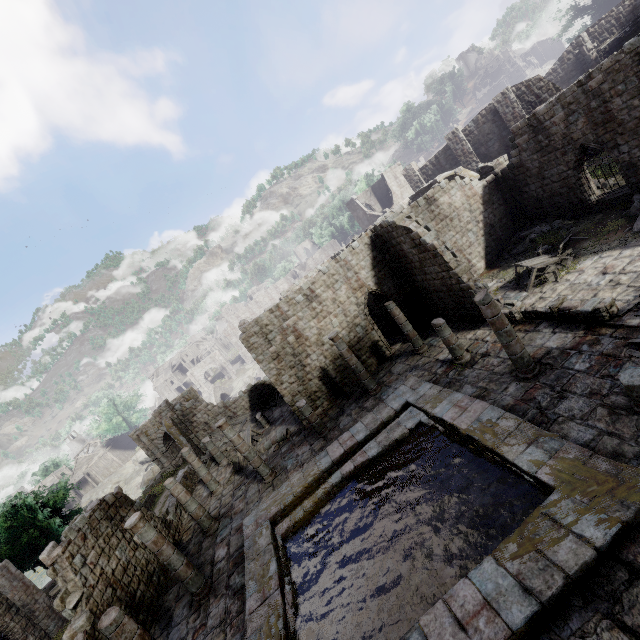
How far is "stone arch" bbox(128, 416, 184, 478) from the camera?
34.9m

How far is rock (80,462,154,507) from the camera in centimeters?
5634cm

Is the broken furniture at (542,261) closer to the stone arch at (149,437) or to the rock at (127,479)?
the stone arch at (149,437)

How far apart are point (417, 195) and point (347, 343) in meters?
17.6 m

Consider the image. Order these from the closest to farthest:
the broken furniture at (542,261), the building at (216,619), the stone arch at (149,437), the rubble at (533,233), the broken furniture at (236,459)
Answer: the building at (216,619)
the broken furniture at (542,261)
the rubble at (533,233)
the broken furniture at (236,459)
the stone arch at (149,437)

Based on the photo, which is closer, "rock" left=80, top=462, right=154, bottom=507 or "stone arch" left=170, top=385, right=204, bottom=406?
"stone arch" left=170, top=385, right=204, bottom=406

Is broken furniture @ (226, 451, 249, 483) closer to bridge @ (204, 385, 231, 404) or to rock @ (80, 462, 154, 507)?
bridge @ (204, 385, 231, 404)

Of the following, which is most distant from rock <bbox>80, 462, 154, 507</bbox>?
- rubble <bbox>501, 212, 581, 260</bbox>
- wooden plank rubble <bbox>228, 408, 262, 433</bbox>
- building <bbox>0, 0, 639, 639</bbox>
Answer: rubble <bbox>501, 212, 581, 260</bbox>
